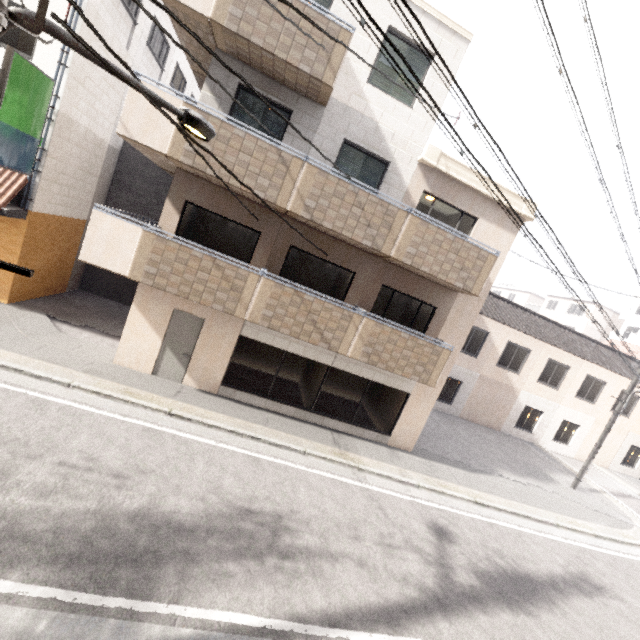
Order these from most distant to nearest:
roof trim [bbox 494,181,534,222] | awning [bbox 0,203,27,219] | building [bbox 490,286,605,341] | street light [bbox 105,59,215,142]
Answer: building [bbox 490,286,605,341], roof trim [bbox 494,181,534,222], awning [bbox 0,203,27,219], street light [bbox 105,59,215,142]

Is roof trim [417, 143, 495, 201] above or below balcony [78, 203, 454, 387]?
above

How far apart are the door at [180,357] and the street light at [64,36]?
6.2m

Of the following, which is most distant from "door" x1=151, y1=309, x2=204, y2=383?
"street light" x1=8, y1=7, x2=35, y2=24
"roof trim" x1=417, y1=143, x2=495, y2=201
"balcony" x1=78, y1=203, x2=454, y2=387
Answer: "roof trim" x1=417, y1=143, x2=495, y2=201

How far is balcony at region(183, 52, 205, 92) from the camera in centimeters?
908cm

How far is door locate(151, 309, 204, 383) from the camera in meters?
9.2 m

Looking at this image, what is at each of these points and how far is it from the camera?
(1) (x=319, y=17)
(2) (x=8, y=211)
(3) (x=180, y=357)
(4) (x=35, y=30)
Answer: (1) balcony, 7.24m
(2) awning, 8.85m
(3) door, 9.40m
(4) utility pole, 2.00m

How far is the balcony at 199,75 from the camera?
9.08m
